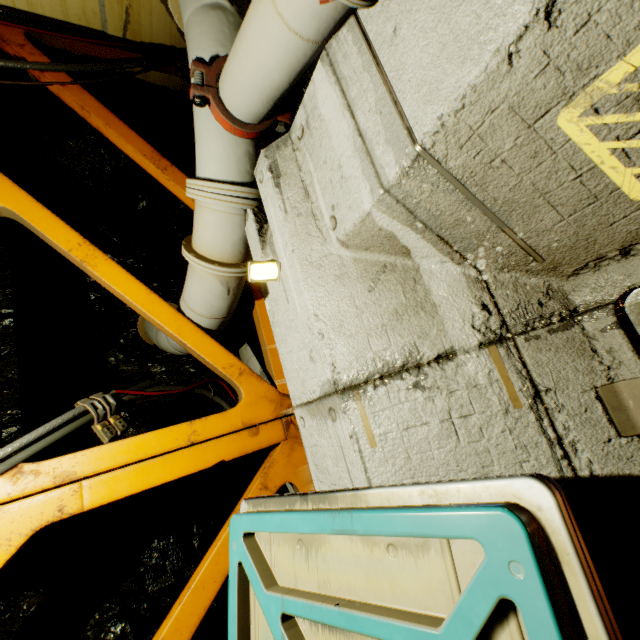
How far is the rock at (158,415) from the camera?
3.84m

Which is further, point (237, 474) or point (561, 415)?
point (237, 474)

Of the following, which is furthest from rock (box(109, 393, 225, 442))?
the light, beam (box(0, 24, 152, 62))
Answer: the light

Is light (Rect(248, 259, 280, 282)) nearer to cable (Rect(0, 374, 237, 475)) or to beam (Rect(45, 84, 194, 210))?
beam (Rect(45, 84, 194, 210))

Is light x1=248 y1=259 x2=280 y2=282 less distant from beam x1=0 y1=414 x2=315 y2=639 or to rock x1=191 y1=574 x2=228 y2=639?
beam x1=0 y1=414 x2=315 y2=639

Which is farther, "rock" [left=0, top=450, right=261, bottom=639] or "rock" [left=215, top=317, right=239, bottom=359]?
"rock" [left=215, top=317, right=239, bottom=359]

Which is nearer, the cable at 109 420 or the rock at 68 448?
the cable at 109 420
